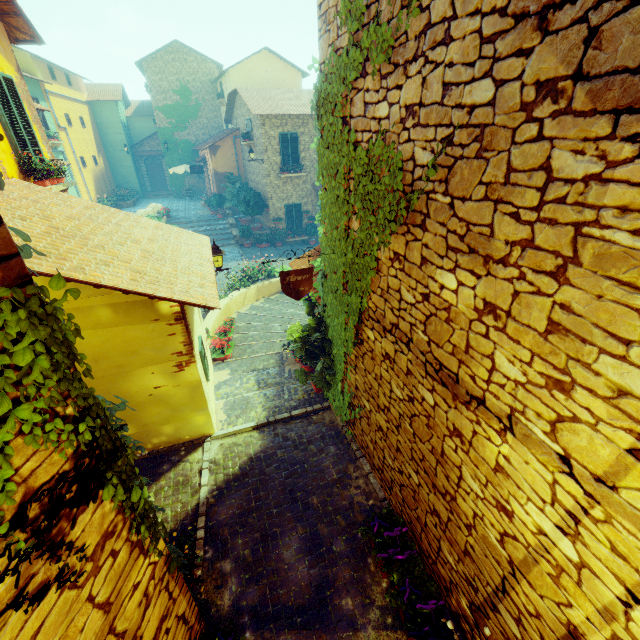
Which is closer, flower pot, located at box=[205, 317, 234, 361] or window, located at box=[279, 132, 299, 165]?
flower pot, located at box=[205, 317, 234, 361]

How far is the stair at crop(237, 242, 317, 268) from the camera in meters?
17.0

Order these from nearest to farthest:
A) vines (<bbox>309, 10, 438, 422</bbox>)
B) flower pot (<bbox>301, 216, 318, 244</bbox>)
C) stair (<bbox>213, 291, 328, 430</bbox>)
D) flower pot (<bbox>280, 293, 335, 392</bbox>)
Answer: vines (<bbox>309, 10, 438, 422</bbox>) < flower pot (<bbox>280, 293, 335, 392</bbox>) < stair (<bbox>213, 291, 328, 430</bbox>) < flower pot (<bbox>301, 216, 318, 244</bbox>)

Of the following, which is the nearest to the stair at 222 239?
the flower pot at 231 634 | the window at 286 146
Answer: the flower pot at 231 634

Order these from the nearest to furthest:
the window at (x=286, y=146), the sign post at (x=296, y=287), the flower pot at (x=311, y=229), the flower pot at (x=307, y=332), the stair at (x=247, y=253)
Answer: the sign post at (x=296, y=287)
the flower pot at (x=307, y=332)
the stair at (x=247, y=253)
the window at (x=286, y=146)
the flower pot at (x=311, y=229)

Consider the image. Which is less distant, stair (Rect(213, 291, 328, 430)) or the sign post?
the sign post

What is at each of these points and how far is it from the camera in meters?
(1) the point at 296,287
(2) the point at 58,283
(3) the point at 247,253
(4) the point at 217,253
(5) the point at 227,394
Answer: (1) sign post, 4.8
(2) vines, 1.6
(3) stair, 18.2
(4) street light, 7.2
(5) stair, 7.2

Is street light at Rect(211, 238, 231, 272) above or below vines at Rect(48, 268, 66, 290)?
Answer: below
